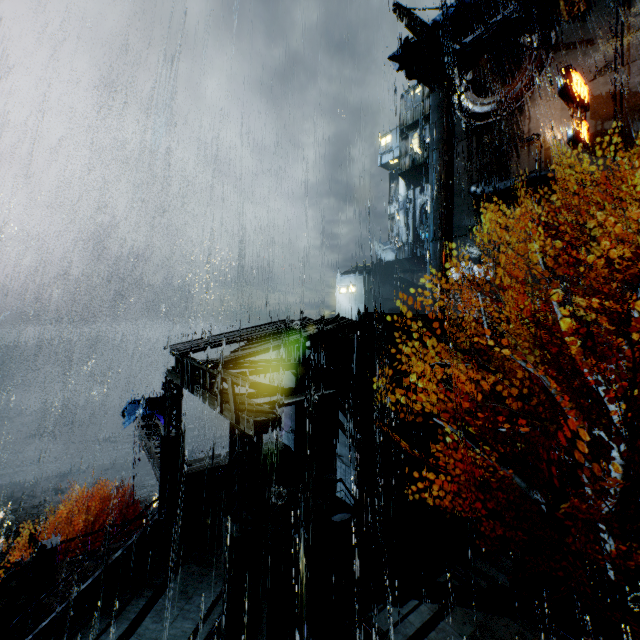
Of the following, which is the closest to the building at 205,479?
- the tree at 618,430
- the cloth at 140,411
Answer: the tree at 618,430

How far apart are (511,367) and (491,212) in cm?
1597

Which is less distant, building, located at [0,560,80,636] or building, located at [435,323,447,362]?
building, located at [0,560,80,636]

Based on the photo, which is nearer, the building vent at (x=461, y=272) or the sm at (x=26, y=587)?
the sm at (x=26, y=587)

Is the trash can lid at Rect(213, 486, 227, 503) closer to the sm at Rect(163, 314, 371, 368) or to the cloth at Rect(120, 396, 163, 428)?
the sm at Rect(163, 314, 371, 368)

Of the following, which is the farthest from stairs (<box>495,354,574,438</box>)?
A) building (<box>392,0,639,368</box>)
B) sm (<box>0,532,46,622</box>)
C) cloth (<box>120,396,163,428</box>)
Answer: cloth (<box>120,396,163,428</box>)

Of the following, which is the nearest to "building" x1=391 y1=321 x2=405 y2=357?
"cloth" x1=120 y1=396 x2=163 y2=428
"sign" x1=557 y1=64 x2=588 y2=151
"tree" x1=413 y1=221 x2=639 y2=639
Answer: "sign" x1=557 y1=64 x2=588 y2=151

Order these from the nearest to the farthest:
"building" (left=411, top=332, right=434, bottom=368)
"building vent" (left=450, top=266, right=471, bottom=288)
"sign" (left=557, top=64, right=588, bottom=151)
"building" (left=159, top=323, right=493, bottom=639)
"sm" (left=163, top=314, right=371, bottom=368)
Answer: "building" (left=159, top=323, right=493, bottom=639)
"sm" (left=163, top=314, right=371, bottom=368)
"building" (left=411, top=332, right=434, bottom=368)
"sign" (left=557, top=64, right=588, bottom=151)
"building vent" (left=450, top=266, right=471, bottom=288)
